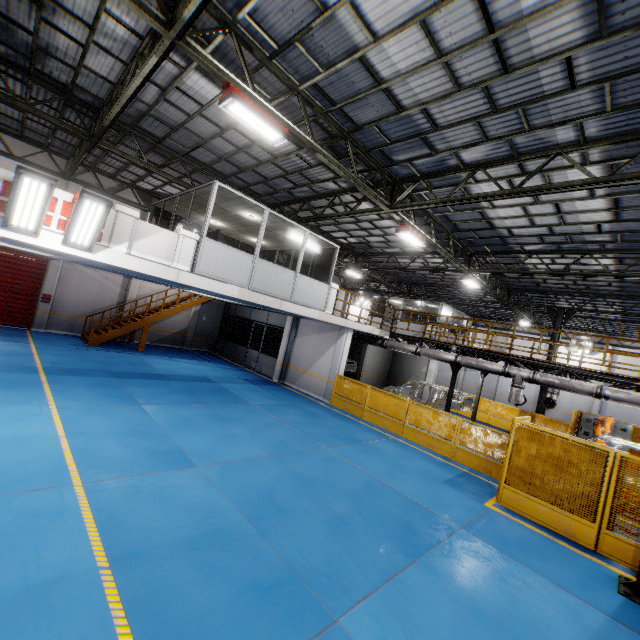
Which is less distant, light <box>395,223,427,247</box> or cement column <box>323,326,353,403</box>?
light <box>395,223,427,247</box>

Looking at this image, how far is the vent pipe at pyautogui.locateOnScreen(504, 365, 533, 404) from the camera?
12.70m

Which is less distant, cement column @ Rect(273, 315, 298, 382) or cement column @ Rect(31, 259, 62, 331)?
cement column @ Rect(31, 259, 62, 331)

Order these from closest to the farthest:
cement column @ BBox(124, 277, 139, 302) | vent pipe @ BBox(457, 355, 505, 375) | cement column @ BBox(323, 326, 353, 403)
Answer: vent pipe @ BBox(457, 355, 505, 375)
cement column @ BBox(323, 326, 353, 403)
cement column @ BBox(124, 277, 139, 302)

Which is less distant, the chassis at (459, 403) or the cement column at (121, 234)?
the cement column at (121, 234)

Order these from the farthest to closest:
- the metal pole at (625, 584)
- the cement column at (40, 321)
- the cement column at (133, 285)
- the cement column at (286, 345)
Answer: the cement column at (133, 285), the cement column at (286, 345), the cement column at (40, 321), the metal pole at (625, 584)

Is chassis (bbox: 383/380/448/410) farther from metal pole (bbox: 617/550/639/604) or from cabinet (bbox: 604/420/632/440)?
metal pole (bbox: 617/550/639/604)

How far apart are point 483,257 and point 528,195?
8.4m
